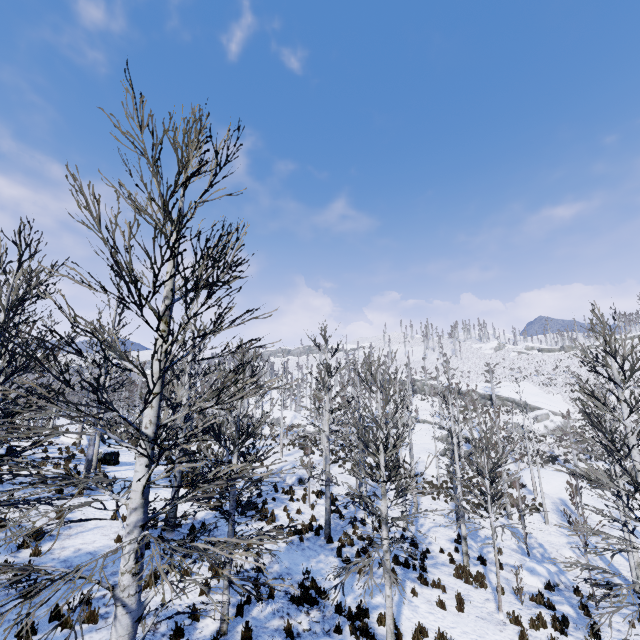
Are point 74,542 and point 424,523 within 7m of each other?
no

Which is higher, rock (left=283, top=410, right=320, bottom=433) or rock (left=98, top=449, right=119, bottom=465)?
rock (left=283, top=410, right=320, bottom=433)

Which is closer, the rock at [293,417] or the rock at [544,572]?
the rock at [544,572]

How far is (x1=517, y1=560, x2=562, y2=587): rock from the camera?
13.9 meters

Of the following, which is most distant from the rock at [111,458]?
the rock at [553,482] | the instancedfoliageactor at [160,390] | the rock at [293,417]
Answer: the rock at [553,482]

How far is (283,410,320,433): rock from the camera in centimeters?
4073cm

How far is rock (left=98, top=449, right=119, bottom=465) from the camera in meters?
18.7

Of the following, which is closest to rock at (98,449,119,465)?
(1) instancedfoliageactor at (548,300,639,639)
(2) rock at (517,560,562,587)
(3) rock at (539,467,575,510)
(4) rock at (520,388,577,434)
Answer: (1) instancedfoliageactor at (548,300,639,639)
